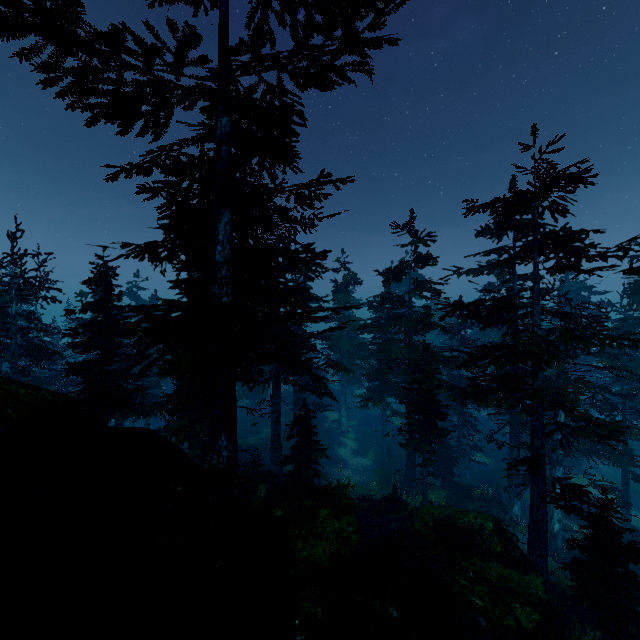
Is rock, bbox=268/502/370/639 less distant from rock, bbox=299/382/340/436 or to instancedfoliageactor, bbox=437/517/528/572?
instancedfoliageactor, bbox=437/517/528/572

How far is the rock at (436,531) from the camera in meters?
13.3 m

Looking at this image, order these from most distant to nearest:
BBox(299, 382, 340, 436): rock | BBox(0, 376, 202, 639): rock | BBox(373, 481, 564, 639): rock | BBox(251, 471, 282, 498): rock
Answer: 1. BBox(299, 382, 340, 436): rock
2. BBox(251, 471, 282, 498): rock
3. BBox(373, 481, 564, 639): rock
4. BBox(0, 376, 202, 639): rock

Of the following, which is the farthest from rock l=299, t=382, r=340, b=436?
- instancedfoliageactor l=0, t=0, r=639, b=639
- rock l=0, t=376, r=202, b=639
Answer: rock l=0, t=376, r=202, b=639

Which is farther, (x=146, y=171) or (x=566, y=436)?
(x=566, y=436)

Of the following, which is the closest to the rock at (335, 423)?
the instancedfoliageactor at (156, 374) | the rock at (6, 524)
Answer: the instancedfoliageactor at (156, 374)

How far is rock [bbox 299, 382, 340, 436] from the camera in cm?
4156

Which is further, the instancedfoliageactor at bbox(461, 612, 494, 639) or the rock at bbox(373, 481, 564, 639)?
the rock at bbox(373, 481, 564, 639)
